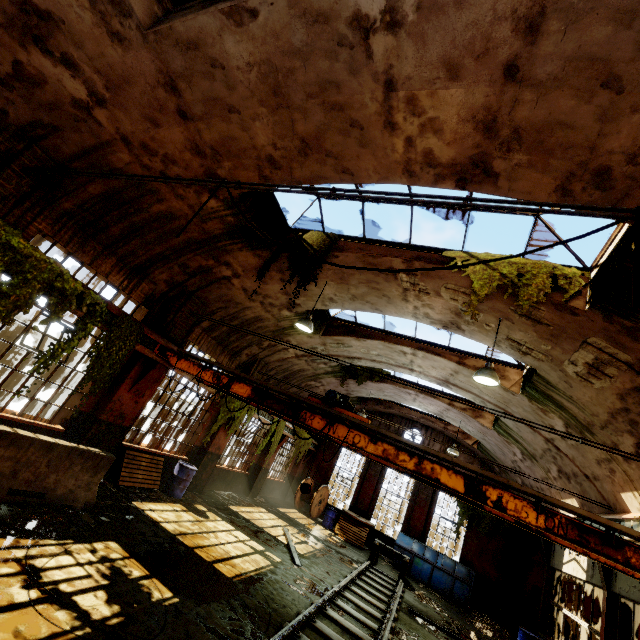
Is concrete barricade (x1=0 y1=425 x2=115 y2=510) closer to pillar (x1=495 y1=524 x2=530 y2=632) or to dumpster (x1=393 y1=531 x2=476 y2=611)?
dumpster (x1=393 y1=531 x2=476 y2=611)

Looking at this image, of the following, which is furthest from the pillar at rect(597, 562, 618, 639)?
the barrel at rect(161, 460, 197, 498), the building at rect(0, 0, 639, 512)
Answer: the barrel at rect(161, 460, 197, 498)

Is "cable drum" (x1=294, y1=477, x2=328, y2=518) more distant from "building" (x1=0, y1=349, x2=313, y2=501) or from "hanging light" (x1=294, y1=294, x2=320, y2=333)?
"hanging light" (x1=294, y1=294, x2=320, y2=333)

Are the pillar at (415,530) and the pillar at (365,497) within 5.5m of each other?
yes

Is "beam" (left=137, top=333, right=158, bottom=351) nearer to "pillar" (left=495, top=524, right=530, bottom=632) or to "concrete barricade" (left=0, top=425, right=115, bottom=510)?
"concrete barricade" (left=0, top=425, right=115, bottom=510)

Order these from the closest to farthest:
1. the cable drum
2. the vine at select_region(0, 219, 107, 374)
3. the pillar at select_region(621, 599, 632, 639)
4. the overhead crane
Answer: the overhead crane < the vine at select_region(0, 219, 107, 374) < the pillar at select_region(621, 599, 632, 639) < the cable drum

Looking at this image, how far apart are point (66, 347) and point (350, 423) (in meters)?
6.17

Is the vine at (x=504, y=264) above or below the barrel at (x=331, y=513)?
above
